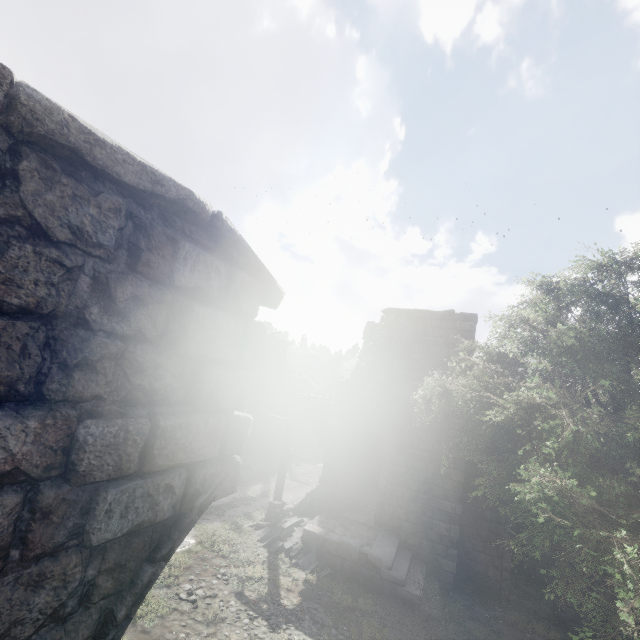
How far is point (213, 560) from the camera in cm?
1060

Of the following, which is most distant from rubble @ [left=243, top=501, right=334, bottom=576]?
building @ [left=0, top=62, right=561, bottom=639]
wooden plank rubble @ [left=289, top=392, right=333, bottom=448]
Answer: wooden plank rubble @ [left=289, top=392, right=333, bottom=448]

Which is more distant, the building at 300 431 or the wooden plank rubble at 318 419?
the building at 300 431

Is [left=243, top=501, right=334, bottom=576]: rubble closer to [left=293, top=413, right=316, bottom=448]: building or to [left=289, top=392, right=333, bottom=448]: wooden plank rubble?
[left=293, top=413, right=316, bottom=448]: building

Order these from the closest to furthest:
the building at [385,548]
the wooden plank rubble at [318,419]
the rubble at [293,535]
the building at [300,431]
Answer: the building at [385,548], the rubble at [293,535], the wooden plank rubble at [318,419], the building at [300,431]

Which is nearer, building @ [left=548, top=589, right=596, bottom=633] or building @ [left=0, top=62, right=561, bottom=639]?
building @ [left=0, top=62, right=561, bottom=639]
